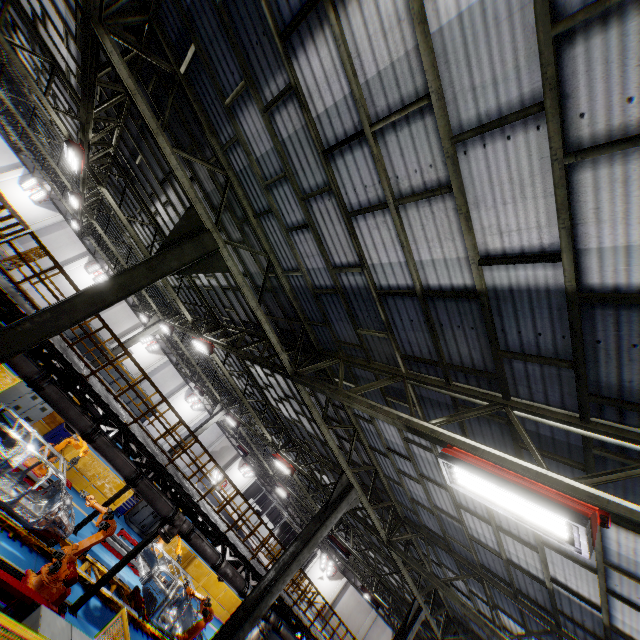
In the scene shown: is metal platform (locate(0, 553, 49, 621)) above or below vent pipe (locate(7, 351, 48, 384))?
below

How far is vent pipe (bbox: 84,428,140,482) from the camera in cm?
924

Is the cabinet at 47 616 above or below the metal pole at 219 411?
below

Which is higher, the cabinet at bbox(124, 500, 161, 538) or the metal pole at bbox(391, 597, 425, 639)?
the metal pole at bbox(391, 597, 425, 639)

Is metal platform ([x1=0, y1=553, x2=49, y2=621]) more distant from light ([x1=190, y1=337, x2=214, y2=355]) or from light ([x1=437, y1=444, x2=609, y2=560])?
light ([x1=437, y1=444, x2=609, y2=560])

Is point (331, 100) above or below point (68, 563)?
above

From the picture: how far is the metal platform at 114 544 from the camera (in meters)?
14.13

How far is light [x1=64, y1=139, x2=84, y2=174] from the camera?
9.70m
